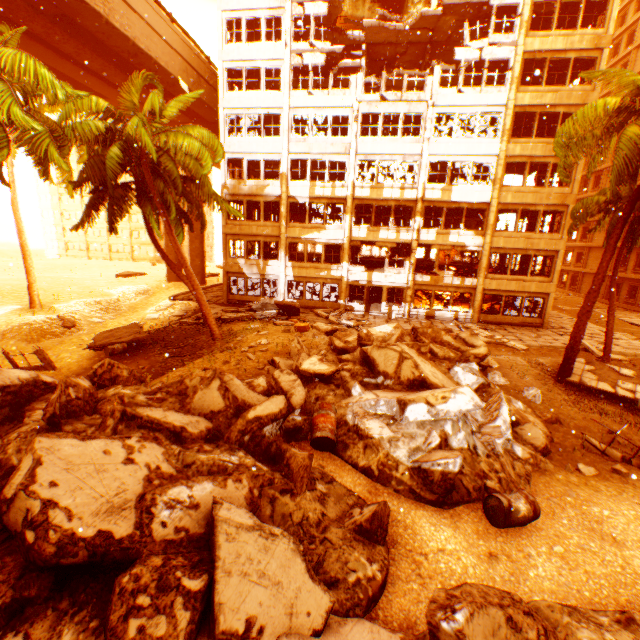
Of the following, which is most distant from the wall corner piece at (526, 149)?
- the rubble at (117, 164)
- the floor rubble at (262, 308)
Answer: the floor rubble at (262, 308)

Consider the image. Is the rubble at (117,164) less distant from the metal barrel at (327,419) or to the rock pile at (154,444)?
the rock pile at (154,444)

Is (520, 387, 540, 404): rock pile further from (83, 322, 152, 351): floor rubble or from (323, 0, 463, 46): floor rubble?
(83, 322, 152, 351): floor rubble

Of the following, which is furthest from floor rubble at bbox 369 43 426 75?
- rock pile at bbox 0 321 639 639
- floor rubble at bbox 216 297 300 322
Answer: rock pile at bbox 0 321 639 639

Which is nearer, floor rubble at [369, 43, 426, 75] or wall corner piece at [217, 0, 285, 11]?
wall corner piece at [217, 0, 285, 11]

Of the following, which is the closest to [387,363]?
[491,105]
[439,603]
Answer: [439,603]

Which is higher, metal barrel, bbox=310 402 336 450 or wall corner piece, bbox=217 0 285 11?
wall corner piece, bbox=217 0 285 11

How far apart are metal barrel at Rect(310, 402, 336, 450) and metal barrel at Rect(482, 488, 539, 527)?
2.93m
